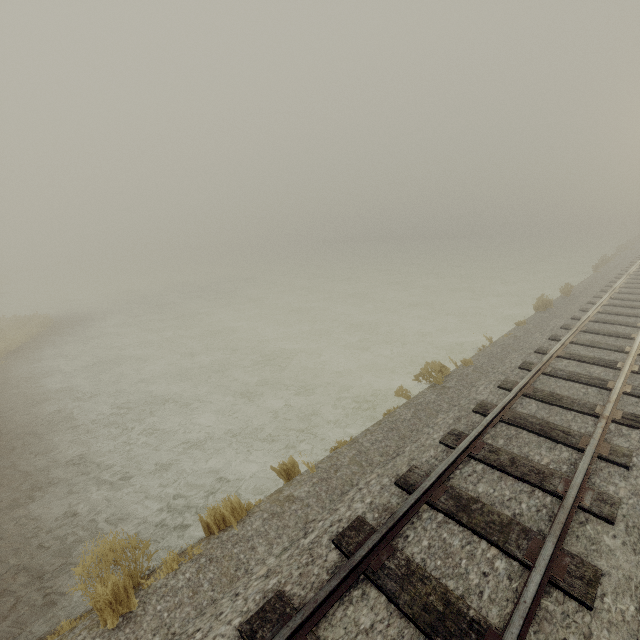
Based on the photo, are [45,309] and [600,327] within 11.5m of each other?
no
